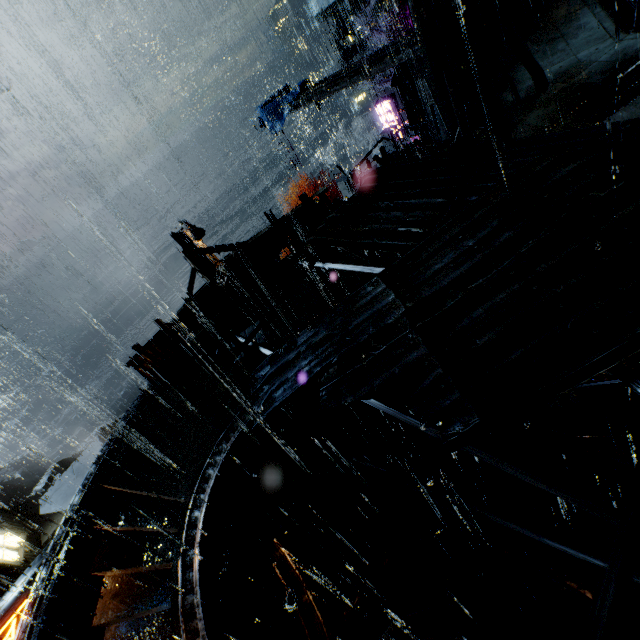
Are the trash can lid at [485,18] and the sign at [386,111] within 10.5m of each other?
yes

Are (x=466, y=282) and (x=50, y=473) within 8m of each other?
no

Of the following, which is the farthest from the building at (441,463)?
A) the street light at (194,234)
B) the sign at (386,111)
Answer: the sign at (386,111)

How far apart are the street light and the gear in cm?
2519

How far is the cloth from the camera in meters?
21.2 m

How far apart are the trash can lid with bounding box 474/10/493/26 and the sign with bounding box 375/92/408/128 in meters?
7.7 m

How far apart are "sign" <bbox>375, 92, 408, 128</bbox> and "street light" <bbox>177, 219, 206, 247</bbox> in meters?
15.5 m

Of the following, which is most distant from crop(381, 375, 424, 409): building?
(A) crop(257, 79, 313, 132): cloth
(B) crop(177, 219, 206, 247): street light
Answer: (A) crop(257, 79, 313, 132): cloth
